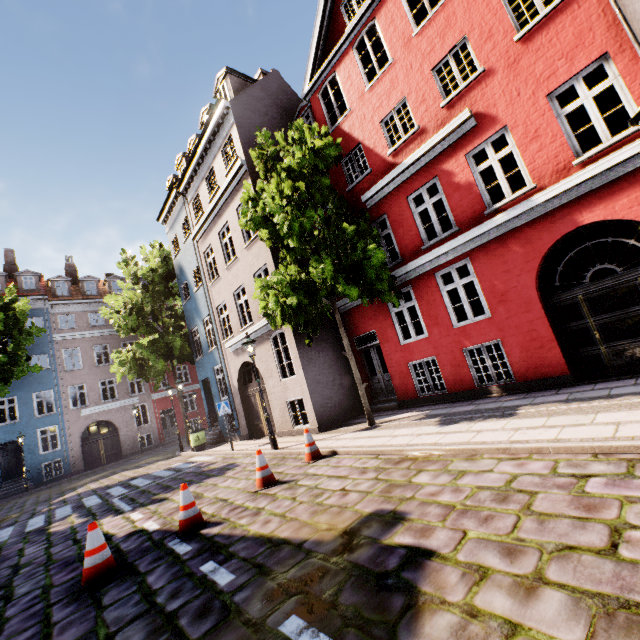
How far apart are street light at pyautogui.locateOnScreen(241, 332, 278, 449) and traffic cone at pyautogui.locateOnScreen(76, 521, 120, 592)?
5.37m

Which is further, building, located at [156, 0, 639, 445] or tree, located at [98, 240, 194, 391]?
tree, located at [98, 240, 194, 391]

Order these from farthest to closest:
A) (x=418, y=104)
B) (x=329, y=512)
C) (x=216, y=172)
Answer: (x=216, y=172) → (x=418, y=104) → (x=329, y=512)

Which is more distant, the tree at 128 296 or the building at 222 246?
the tree at 128 296

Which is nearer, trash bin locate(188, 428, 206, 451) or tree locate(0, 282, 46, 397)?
tree locate(0, 282, 46, 397)

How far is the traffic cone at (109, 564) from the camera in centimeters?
452cm

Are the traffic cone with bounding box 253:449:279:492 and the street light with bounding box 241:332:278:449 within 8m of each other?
yes

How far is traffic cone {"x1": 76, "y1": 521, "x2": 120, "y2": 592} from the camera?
4.52m
